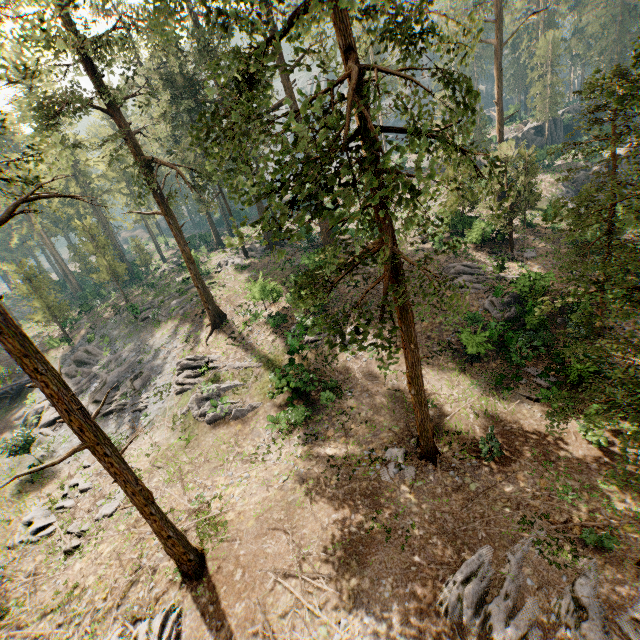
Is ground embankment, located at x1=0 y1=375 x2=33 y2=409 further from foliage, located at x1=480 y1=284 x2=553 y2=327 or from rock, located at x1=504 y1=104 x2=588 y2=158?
rock, located at x1=504 y1=104 x2=588 y2=158

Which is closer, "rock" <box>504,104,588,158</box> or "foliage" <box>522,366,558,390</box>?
"foliage" <box>522,366,558,390</box>

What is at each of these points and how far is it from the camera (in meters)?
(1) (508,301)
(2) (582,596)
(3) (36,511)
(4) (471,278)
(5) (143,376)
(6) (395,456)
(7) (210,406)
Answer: (1) foliage, 23.69
(2) foliage, 9.82
(3) foliage, 18.89
(4) foliage, 25.91
(5) foliage, 26.83
(6) foliage, 16.09
(7) foliage, 22.05

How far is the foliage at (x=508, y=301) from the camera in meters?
8.1

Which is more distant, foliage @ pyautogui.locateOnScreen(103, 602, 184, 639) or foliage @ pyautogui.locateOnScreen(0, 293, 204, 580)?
foliage @ pyautogui.locateOnScreen(103, 602, 184, 639)

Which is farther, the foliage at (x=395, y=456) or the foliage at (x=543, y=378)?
the foliage at (x=543, y=378)
